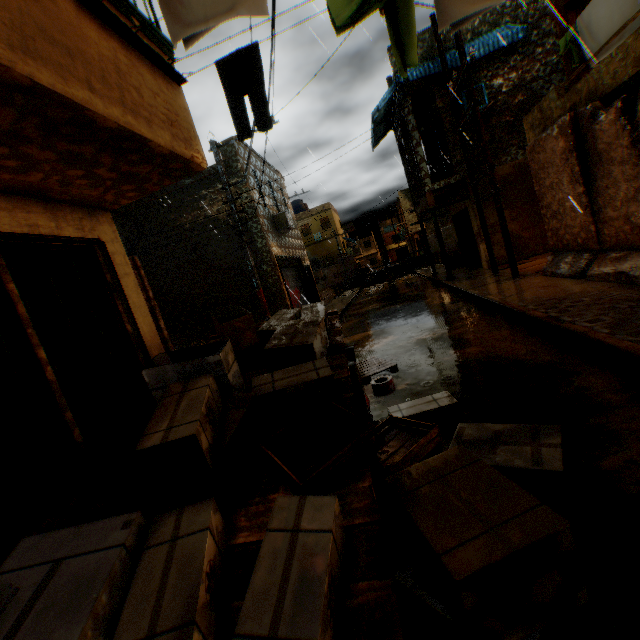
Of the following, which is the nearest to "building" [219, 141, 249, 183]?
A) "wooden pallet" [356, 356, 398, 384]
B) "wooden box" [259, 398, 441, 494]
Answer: "wooden pallet" [356, 356, 398, 384]

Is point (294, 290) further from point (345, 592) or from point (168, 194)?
point (345, 592)

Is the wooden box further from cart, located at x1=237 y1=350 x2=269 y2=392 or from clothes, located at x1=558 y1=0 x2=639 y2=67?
clothes, located at x1=558 y1=0 x2=639 y2=67

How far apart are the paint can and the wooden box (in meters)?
2.32

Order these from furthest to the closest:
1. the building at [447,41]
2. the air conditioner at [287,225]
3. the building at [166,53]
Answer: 1. the air conditioner at [287,225]
2. the building at [447,41]
3. the building at [166,53]

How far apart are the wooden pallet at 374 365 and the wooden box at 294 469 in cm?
270

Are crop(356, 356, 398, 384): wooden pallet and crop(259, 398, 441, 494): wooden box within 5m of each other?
yes

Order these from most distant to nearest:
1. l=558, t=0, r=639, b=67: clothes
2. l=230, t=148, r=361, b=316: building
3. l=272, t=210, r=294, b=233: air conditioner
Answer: l=272, t=210, r=294, b=233: air conditioner → l=230, t=148, r=361, b=316: building → l=558, t=0, r=639, b=67: clothes
